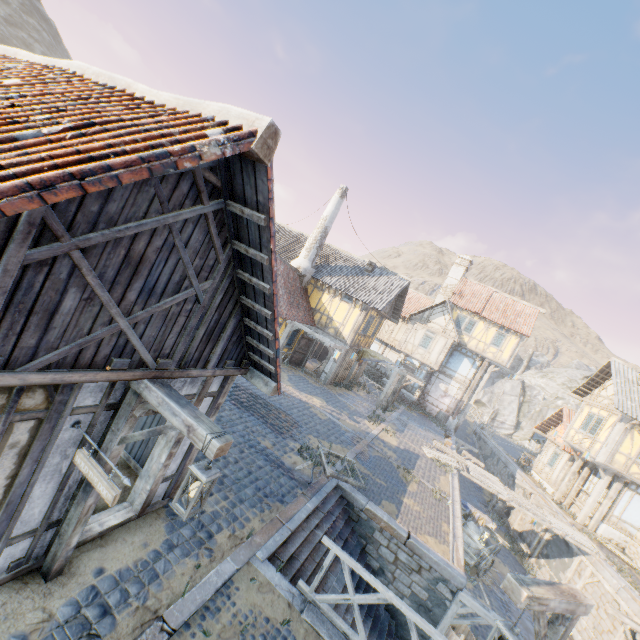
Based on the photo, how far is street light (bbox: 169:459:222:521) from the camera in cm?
358

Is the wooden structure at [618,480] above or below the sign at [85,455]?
above

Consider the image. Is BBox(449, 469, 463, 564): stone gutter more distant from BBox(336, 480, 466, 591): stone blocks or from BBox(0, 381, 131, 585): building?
BBox(0, 381, 131, 585): building

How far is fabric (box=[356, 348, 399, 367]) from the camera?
22.4 meters

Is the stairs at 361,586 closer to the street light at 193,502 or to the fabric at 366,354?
the street light at 193,502

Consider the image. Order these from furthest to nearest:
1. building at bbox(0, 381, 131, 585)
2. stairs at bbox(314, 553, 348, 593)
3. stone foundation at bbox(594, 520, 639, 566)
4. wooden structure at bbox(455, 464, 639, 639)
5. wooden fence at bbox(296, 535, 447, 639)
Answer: stone foundation at bbox(594, 520, 639, 566), stairs at bbox(314, 553, 348, 593), wooden fence at bbox(296, 535, 447, 639), wooden structure at bbox(455, 464, 639, 639), building at bbox(0, 381, 131, 585)

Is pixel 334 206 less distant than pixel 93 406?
No

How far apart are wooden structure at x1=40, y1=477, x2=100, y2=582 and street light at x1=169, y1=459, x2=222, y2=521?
0.3m
